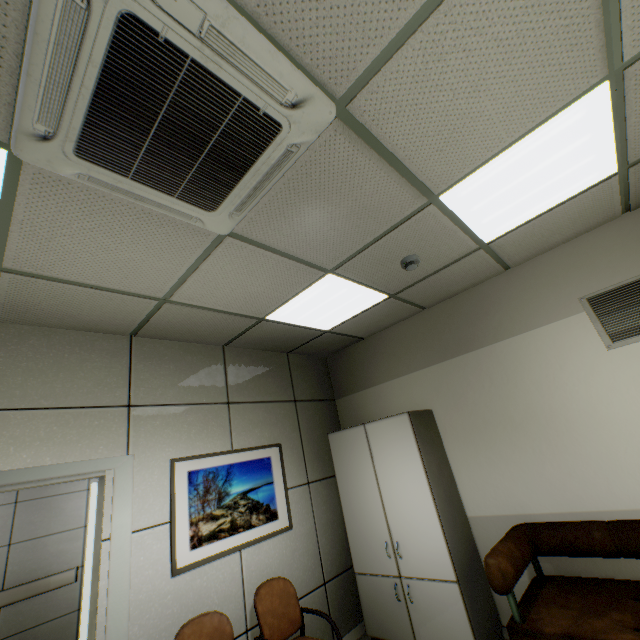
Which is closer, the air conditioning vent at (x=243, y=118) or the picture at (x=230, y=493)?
the air conditioning vent at (x=243, y=118)

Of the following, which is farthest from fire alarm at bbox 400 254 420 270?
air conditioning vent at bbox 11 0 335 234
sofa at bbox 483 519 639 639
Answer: sofa at bbox 483 519 639 639

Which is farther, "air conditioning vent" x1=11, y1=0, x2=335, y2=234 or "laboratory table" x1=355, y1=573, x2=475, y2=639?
"laboratory table" x1=355, y1=573, x2=475, y2=639

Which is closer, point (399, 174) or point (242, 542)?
point (399, 174)

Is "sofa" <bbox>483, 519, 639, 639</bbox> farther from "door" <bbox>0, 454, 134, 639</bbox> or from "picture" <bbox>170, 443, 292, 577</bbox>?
"door" <bbox>0, 454, 134, 639</bbox>

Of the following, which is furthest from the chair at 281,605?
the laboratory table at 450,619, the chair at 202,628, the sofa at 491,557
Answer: the sofa at 491,557

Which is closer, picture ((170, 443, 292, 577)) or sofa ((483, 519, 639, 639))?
sofa ((483, 519, 639, 639))

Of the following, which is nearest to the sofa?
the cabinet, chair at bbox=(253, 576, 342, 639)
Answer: the cabinet
